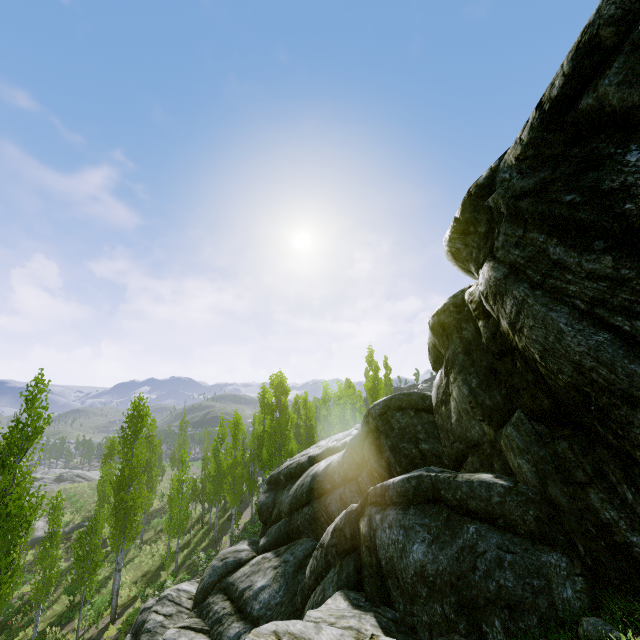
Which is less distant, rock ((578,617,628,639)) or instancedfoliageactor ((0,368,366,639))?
rock ((578,617,628,639))

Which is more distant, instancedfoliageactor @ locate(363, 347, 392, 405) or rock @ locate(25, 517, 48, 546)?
rock @ locate(25, 517, 48, 546)

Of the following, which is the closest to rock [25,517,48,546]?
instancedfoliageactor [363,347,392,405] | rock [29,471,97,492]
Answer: instancedfoliageactor [363,347,392,405]

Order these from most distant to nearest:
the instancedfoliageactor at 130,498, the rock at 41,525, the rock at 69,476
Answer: the rock at 69,476 → the rock at 41,525 → the instancedfoliageactor at 130,498

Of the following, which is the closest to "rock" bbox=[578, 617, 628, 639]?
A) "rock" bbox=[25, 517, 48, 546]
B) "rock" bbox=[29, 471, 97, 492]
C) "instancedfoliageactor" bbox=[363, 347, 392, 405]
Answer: "instancedfoliageactor" bbox=[363, 347, 392, 405]

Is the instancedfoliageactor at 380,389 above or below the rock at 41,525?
above

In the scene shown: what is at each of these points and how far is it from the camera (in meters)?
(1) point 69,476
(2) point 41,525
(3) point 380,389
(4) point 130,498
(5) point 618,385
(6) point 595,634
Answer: (1) rock, 57.66
(2) rock, 39.25
(3) instancedfoliageactor, 34.25
(4) instancedfoliageactor, 21.45
(5) rock, 4.18
(6) rock, 4.01
